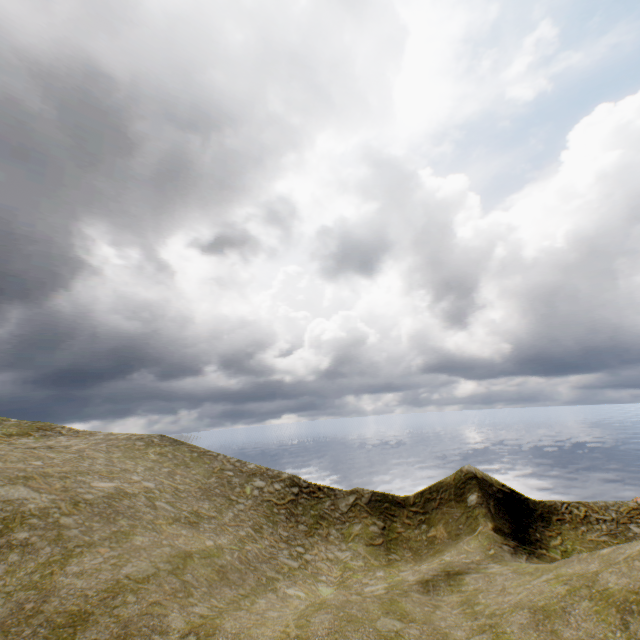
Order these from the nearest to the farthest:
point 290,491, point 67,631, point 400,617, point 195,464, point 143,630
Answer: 1. point 67,631
2. point 143,630
3. point 400,617
4. point 290,491
5. point 195,464
